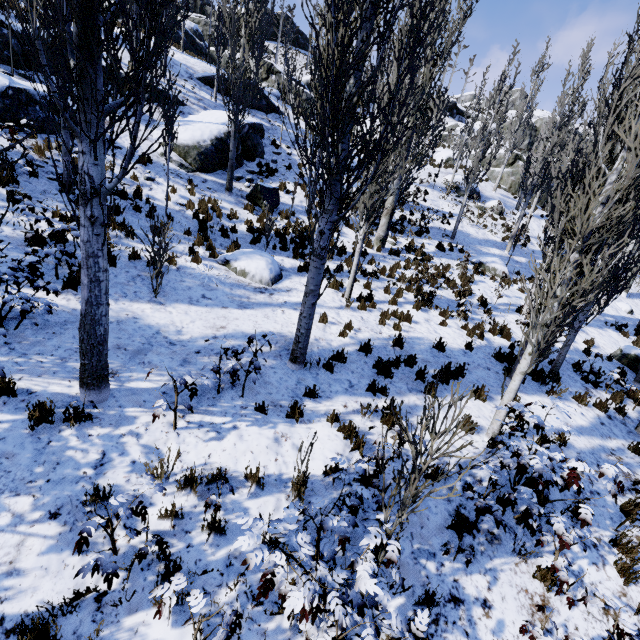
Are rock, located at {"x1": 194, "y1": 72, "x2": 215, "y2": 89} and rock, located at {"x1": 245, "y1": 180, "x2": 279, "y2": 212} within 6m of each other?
no

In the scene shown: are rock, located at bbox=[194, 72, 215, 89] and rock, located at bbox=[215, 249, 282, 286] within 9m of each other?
no

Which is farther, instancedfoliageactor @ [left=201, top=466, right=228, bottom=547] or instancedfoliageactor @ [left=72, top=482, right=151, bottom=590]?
instancedfoliageactor @ [left=201, top=466, right=228, bottom=547]

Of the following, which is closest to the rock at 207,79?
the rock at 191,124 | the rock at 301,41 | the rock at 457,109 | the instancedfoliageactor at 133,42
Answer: the instancedfoliageactor at 133,42

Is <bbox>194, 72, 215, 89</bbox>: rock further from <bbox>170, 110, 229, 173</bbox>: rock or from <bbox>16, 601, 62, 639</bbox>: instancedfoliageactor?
<bbox>170, 110, 229, 173</bbox>: rock

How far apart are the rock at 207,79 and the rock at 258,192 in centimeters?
842cm

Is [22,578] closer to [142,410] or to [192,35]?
[142,410]

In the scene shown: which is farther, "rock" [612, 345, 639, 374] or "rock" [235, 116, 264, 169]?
"rock" [235, 116, 264, 169]
